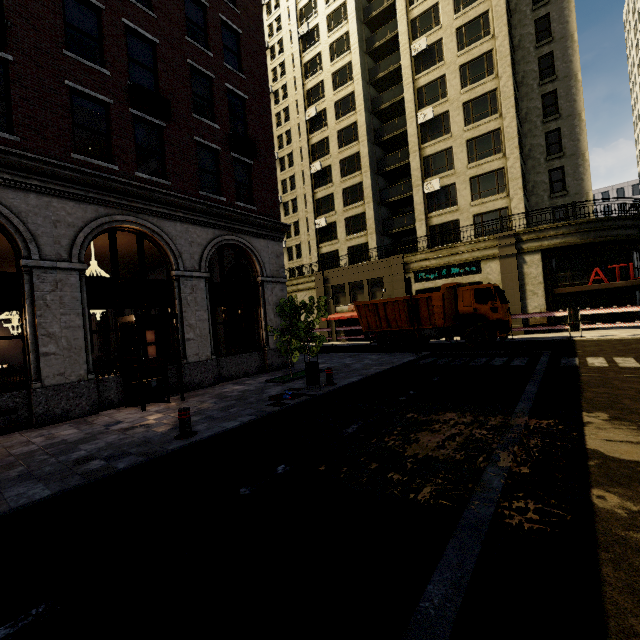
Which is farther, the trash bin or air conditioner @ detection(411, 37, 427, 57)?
air conditioner @ detection(411, 37, 427, 57)

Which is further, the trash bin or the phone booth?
the trash bin

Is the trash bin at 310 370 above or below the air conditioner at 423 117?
below

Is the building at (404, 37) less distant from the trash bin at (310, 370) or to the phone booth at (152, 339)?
the phone booth at (152, 339)

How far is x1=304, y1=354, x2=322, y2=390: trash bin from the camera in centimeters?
966cm

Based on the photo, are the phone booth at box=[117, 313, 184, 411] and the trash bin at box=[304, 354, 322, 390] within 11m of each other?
yes

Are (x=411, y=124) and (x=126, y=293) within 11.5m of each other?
no

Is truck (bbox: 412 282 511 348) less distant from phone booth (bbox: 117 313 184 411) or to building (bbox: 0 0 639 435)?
building (bbox: 0 0 639 435)
